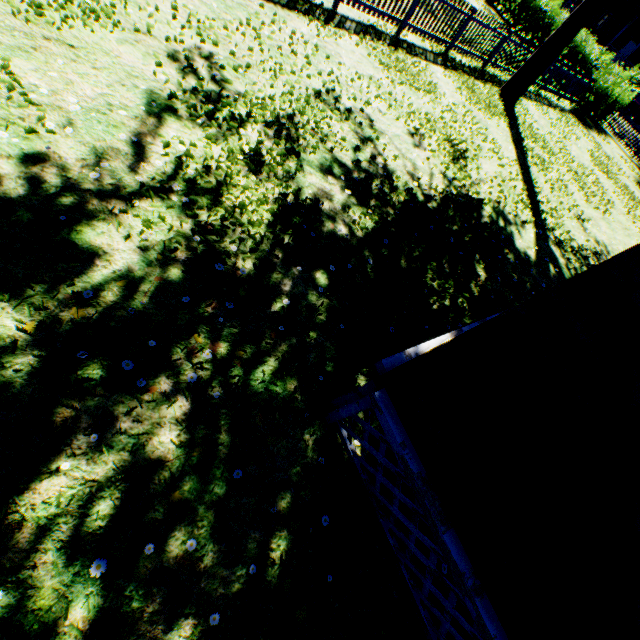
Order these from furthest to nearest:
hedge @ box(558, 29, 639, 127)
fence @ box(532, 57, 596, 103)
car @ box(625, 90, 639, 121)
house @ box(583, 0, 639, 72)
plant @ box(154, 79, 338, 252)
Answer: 1. house @ box(583, 0, 639, 72)
2. car @ box(625, 90, 639, 121)
3. hedge @ box(558, 29, 639, 127)
4. fence @ box(532, 57, 596, 103)
5. plant @ box(154, 79, 338, 252)

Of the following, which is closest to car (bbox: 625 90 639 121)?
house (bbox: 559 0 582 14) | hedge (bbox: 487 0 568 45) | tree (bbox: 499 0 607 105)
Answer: hedge (bbox: 487 0 568 45)

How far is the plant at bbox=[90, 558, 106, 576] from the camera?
2.1 meters

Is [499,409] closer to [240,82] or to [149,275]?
[149,275]

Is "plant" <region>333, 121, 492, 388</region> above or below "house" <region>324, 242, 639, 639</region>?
below

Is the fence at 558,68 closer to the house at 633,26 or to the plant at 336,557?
the plant at 336,557

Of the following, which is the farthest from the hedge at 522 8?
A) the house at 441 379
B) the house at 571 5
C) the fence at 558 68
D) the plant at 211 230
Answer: the house at 571 5

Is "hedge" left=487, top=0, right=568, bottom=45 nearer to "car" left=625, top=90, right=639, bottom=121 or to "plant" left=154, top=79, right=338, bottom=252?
"plant" left=154, top=79, right=338, bottom=252
